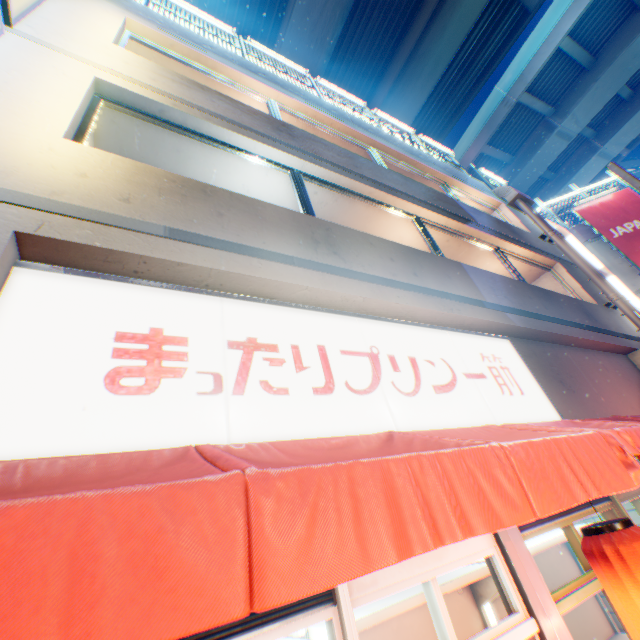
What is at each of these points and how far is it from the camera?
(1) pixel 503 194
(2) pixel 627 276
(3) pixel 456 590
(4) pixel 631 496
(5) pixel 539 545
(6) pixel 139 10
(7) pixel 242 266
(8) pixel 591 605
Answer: (1) ventilation tube, 11.5 meters
(2) building, 13.3 meters
(3) metal shelf, 4.0 meters
(4) door, 4.0 meters
(5) metal shelf, 4.4 meters
(6) concrete block, 6.2 meters
(7) building, 3.0 meters
(8) metal shelf, 4.8 meters

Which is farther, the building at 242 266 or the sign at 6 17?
the sign at 6 17

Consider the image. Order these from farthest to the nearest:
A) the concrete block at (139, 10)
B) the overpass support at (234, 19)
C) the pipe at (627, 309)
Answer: the overpass support at (234, 19), the pipe at (627, 309), the concrete block at (139, 10)

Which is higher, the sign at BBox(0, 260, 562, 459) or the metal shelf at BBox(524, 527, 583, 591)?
the sign at BBox(0, 260, 562, 459)

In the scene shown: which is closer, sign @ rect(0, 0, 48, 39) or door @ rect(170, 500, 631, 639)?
door @ rect(170, 500, 631, 639)

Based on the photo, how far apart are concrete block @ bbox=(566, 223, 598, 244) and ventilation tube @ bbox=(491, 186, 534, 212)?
5.42m

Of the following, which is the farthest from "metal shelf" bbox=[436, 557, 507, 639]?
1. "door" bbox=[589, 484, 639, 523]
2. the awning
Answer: the awning

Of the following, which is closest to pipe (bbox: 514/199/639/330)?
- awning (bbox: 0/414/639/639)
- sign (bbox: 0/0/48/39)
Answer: awning (bbox: 0/414/639/639)
